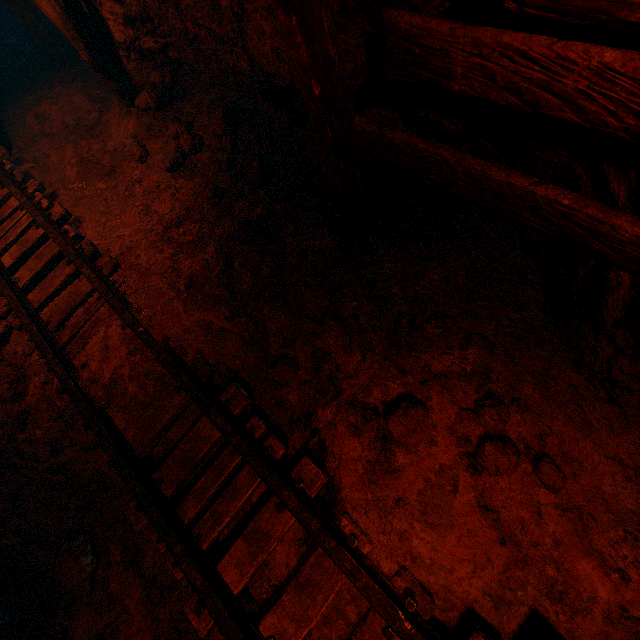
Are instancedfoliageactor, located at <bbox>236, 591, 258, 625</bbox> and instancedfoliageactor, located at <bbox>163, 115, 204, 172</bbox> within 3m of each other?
no

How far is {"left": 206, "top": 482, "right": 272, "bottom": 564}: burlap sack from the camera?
2.2m

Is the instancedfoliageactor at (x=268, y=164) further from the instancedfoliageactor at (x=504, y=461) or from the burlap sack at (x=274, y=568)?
the instancedfoliageactor at (x=504, y=461)

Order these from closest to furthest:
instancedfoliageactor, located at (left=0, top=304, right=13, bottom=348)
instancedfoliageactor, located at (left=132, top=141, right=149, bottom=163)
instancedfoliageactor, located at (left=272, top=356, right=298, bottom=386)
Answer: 1. instancedfoliageactor, located at (left=272, top=356, right=298, bottom=386)
2. instancedfoliageactor, located at (left=0, top=304, right=13, bottom=348)
3. instancedfoliageactor, located at (left=132, top=141, right=149, bottom=163)

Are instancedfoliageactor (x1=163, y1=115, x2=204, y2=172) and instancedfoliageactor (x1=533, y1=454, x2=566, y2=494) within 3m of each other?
no

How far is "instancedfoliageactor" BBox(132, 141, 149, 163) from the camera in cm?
383

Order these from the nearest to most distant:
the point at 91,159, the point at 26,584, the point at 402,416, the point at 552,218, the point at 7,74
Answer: the point at 552,218 → the point at 402,416 → the point at 26,584 → the point at 91,159 → the point at 7,74

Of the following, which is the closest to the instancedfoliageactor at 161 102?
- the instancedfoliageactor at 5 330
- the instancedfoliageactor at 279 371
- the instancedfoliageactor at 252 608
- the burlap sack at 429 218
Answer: the burlap sack at 429 218
